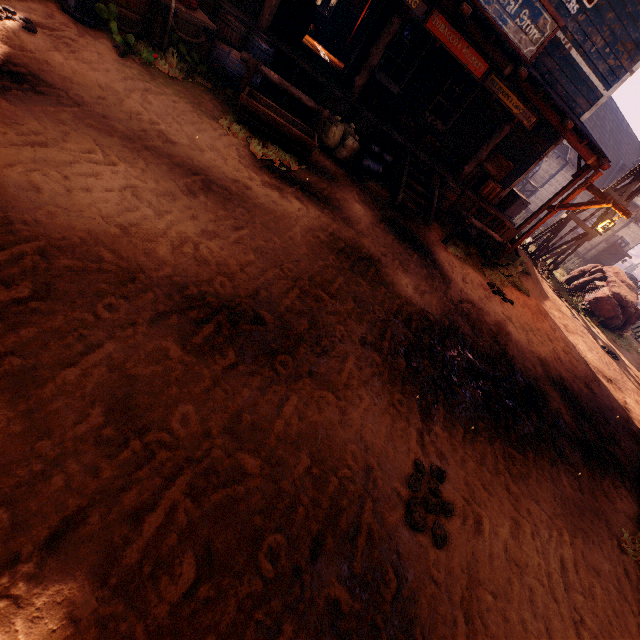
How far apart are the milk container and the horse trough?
1.9m

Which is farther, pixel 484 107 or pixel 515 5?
pixel 484 107

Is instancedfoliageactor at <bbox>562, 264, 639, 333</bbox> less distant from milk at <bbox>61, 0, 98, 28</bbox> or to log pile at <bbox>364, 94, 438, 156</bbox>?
log pile at <bbox>364, 94, 438, 156</bbox>

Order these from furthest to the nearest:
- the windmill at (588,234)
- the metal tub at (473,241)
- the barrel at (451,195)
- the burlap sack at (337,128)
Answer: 1. the windmill at (588,234)
2. the metal tub at (473,241)
3. the barrel at (451,195)
4. the burlap sack at (337,128)

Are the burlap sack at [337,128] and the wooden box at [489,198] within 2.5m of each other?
no

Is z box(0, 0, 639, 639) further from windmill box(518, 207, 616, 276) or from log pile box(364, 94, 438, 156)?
log pile box(364, 94, 438, 156)

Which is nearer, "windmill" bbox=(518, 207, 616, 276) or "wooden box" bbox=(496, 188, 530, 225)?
"wooden box" bbox=(496, 188, 530, 225)

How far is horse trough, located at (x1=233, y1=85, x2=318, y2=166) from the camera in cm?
557
